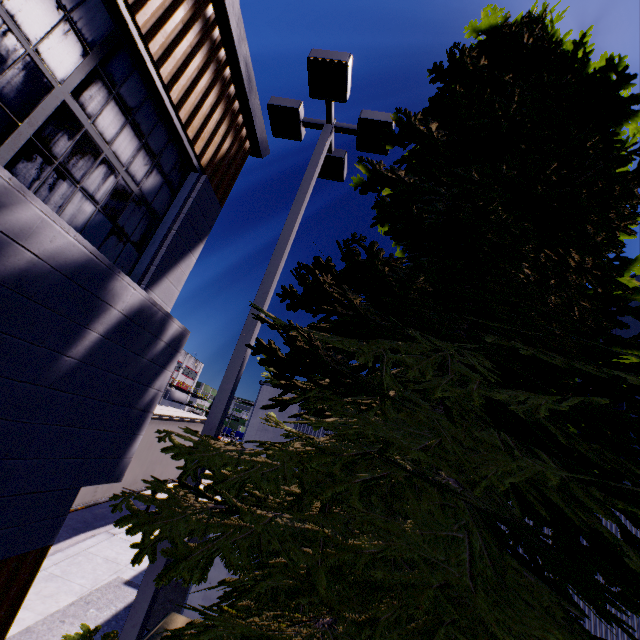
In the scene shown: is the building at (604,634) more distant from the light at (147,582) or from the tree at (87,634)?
the light at (147,582)

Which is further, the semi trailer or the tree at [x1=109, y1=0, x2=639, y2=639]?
the semi trailer

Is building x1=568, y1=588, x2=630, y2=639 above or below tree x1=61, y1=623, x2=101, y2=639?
above

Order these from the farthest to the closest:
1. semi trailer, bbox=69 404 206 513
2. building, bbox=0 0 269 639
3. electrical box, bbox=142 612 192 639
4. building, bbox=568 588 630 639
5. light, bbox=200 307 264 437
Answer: semi trailer, bbox=69 404 206 513 < building, bbox=568 588 630 639 < electrical box, bbox=142 612 192 639 < light, bbox=200 307 264 437 < building, bbox=0 0 269 639

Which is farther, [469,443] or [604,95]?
[604,95]

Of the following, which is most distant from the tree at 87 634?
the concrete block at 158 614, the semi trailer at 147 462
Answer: the concrete block at 158 614

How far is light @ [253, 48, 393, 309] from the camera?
5.1m

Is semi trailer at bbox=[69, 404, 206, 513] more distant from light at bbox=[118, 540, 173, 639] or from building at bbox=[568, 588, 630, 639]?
light at bbox=[118, 540, 173, 639]
